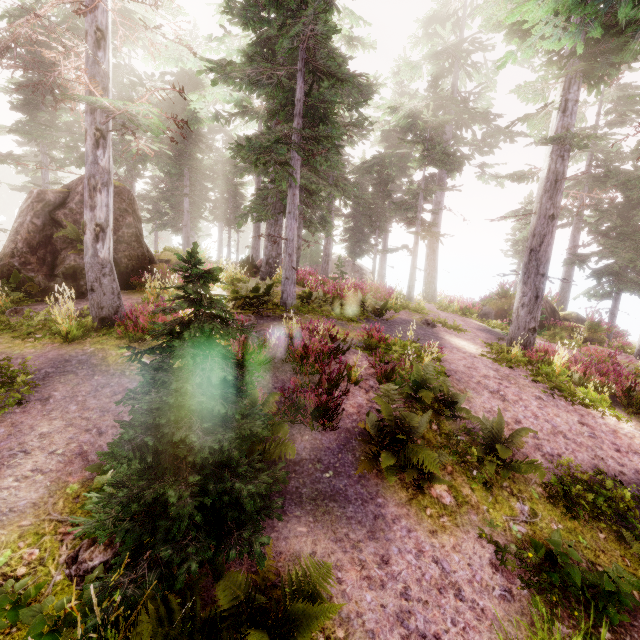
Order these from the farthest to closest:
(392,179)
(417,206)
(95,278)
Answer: (392,179) → (417,206) → (95,278)

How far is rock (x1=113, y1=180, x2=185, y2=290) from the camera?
11.9 meters

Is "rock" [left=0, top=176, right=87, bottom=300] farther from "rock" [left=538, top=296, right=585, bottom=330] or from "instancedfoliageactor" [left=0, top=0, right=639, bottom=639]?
"rock" [left=538, top=296, right=585, bottom=330]

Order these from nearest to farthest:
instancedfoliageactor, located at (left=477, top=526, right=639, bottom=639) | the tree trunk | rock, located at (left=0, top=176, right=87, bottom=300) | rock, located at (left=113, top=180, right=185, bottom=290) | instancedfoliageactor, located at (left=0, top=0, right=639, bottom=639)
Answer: instancedfoliageactor, located at (left=0, top=0, right=639, bottom=639), instancedfoliageactor, located at (left=477, top=526, right=639, bottom=639), rock, located at (left=0, top=176, right=87, bottom=300), rock, located at (left=113, top=180, right=185, bottom=290), the tree trunk

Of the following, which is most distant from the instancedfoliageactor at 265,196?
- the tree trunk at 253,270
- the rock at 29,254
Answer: the tree trunk at 253,270

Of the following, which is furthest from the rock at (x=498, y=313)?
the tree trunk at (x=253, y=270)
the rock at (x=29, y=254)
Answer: the rock at (x=29, y=254)
